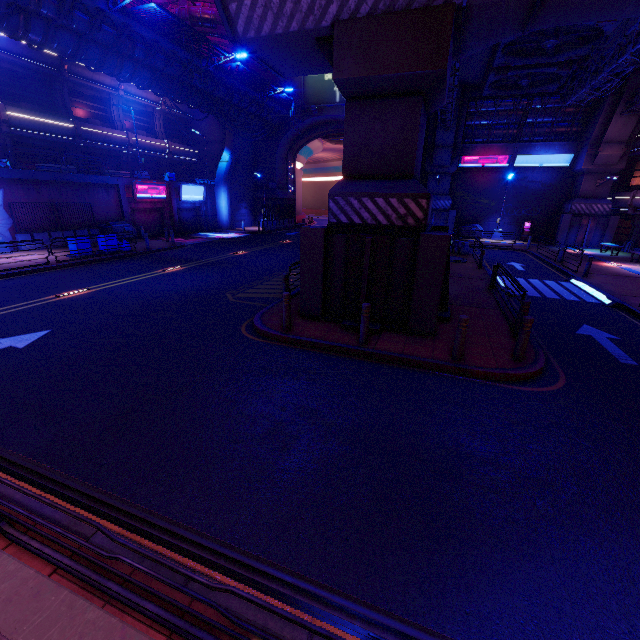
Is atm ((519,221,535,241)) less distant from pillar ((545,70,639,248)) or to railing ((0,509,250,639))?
pillar ((545,70,639,248))

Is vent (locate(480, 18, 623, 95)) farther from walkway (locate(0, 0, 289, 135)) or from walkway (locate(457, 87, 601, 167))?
walkway (locate(0, 0, 289, 135))

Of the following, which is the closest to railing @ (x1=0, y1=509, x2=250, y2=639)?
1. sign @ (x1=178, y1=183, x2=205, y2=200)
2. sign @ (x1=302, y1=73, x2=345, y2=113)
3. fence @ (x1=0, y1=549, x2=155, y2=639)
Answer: fence @ (x1=0, y1=549, x2=155, y2=639)

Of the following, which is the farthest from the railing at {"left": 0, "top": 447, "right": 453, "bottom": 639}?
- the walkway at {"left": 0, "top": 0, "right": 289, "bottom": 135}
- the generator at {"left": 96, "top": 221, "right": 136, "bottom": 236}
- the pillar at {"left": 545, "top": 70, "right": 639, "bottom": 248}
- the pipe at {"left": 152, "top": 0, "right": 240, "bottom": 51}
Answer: the pillar at {"left": 545, "top": 70, "right": 639, "bottom": 248}

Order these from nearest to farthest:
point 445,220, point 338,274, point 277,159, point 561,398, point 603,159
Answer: point 561,398 → point 338,274 → point 603,159 → point 445,220 → point 277,159

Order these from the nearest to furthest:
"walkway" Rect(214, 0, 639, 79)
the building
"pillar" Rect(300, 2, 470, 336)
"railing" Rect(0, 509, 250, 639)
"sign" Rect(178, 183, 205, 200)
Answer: "railing" Rect(0, 509, 250, 639) → "walkway" Rect(214, 0, 639, 79) → "pillar" Rect(300, 2, 470, 336) → "sign" Rect(178, 183, 205, 200) → the building

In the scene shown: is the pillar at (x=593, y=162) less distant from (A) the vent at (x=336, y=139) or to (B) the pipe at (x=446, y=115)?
(B) the pipe at (x=446, y=115)

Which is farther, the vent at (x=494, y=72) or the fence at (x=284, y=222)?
the fence at (x=284, y=222)
